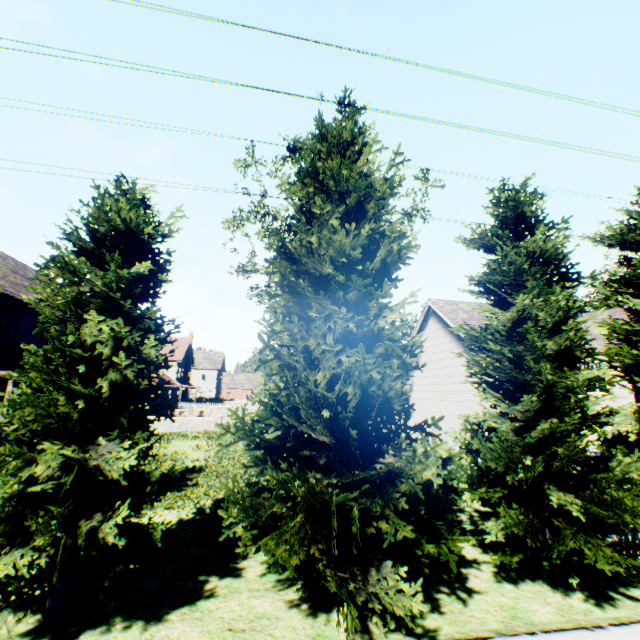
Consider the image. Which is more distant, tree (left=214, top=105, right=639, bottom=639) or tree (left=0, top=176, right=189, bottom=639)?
tree (left=214, top=105, right=639, bottom=639)

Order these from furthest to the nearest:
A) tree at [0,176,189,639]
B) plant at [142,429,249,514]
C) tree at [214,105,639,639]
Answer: plant at [142,429,249,514] < tree at [214,105,639,639] < tree at [0,176,189,639]

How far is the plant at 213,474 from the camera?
10.76m

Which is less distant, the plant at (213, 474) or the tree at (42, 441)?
the tree at (42, 441)

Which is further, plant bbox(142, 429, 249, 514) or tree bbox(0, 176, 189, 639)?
plant bbox(142, 429, 249, 514)

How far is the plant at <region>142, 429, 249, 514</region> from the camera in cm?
1076

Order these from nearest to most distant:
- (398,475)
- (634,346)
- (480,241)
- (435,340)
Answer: (398,475) → (480,241) → (634,346) → (435,340)
